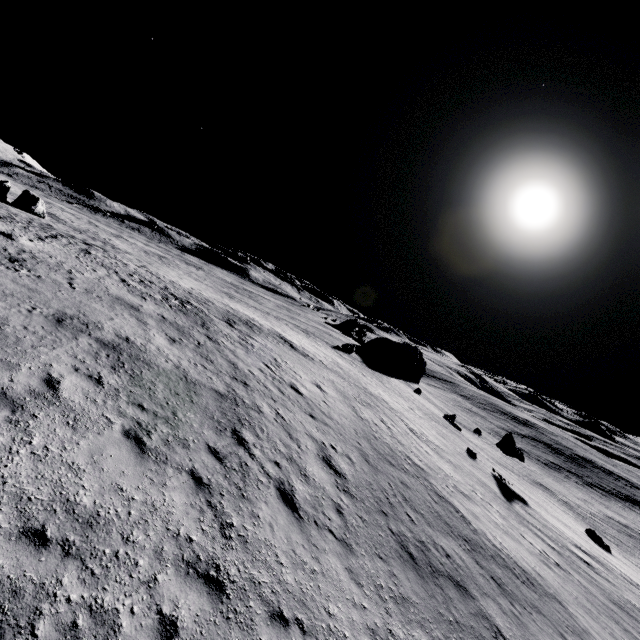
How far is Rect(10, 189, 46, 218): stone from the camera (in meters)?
32.80

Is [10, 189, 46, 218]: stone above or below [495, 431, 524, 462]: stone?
above

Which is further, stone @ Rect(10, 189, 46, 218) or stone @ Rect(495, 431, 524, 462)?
stone @ Rect(10, 189, 46, 218)

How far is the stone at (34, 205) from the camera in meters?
32.8

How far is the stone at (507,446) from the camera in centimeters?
3206cm

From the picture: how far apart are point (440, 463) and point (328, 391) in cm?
846

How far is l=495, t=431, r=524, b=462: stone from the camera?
32.1m
